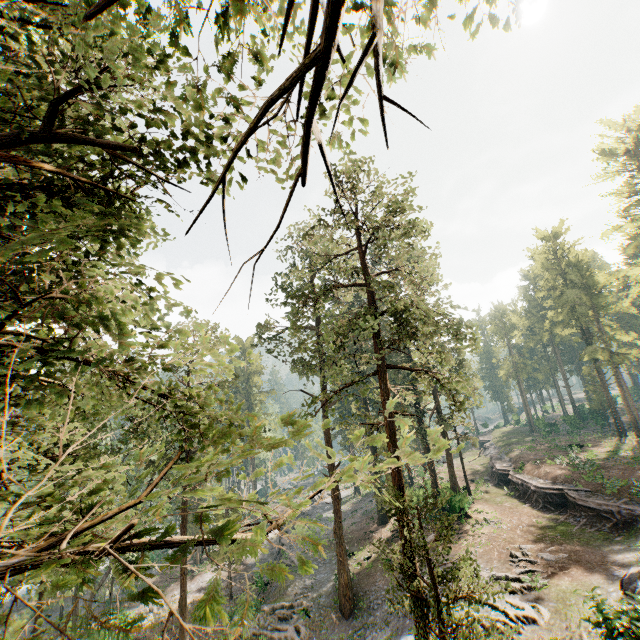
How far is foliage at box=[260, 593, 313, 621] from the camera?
24.8m

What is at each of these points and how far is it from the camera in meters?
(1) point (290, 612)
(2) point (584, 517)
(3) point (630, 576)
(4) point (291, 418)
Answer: (1) foliage, 25.2
(2) ground embankment, 26.1
(3) foliage, 16.8
(4) foliage, 2.5

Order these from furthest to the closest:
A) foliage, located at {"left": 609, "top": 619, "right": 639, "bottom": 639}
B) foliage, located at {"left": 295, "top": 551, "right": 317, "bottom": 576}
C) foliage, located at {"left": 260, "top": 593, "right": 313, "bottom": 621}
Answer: foliage, located at {"left": 260, "top": 593, "right": 313, "bottom": 621}
foliage, located at {"left": 609, "top": 619, "right": 639, "bottom": 639}
foliage, located at {"left": 295, "top": 551, "right": 317, "bottom": 576}

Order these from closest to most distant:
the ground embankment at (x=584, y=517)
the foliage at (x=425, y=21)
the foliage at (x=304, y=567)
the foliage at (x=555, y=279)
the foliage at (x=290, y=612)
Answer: the foliage at (x=304, y=567), the foliage at (x=425, y=21), the ground embankment at (x=584, y=517), the foliage at (x=290, y=612), the foliage at (x=555, y=279)

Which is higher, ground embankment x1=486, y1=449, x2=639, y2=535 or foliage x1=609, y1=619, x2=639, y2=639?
foliage x1=609, y1=619, x2=639, y2=639

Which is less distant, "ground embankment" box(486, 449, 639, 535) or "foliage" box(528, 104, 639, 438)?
"ground embankment" box(486, 449, 639, 535)

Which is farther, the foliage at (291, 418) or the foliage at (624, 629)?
the foliage at (624, 629)
